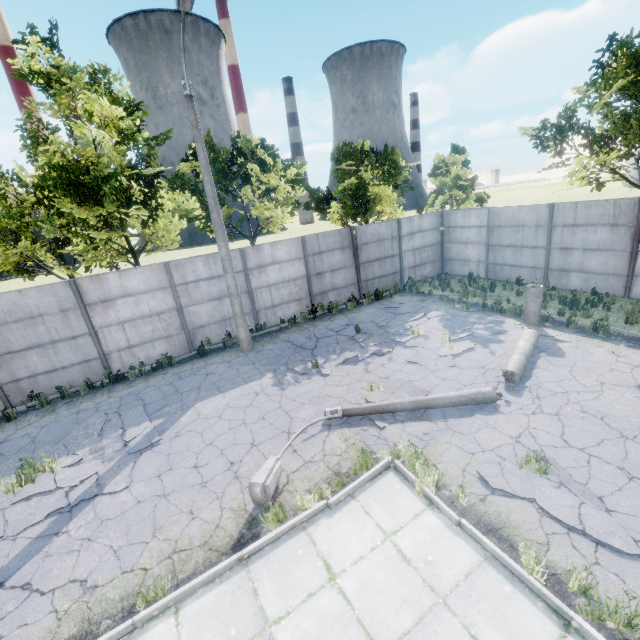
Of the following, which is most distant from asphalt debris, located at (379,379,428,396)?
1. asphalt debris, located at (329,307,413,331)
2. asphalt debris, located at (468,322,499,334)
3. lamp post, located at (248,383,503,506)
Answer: asphalt debris, located at (329,307,413,331)

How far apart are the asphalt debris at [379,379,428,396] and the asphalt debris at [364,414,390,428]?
0.4 meters

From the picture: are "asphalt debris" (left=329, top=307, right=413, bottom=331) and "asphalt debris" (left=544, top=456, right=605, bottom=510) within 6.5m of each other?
no

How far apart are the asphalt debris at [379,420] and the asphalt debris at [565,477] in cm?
203

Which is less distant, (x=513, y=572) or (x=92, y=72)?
(x=513, y=572)

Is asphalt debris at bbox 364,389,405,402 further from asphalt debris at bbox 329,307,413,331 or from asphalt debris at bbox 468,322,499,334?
asphalt debris at bbox 329,307,413,331

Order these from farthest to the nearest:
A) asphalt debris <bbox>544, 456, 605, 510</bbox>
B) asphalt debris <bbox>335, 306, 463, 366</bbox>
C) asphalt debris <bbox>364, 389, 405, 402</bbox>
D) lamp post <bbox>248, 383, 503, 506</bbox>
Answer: asphalt debris <bbox>335, 306, 463, 366</bbox> → asphalt debris <bbox>364, 389, 405, 402</bbox> → lamp post <bbox>248, 383, 503, 506</bbox> → asphalt debris <bbox>544, 456, 605, 510</bbox>

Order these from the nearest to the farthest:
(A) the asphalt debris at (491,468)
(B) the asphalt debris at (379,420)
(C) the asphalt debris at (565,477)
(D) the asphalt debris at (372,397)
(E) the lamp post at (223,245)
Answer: (A) the asphalt debris at (491,468)
(C) the asphalt debris at (565,477)
(B) the asphalt debris at (379,420)
(D) the asphalt debris at (372,397)
(E) the lamp post at (223,245)
